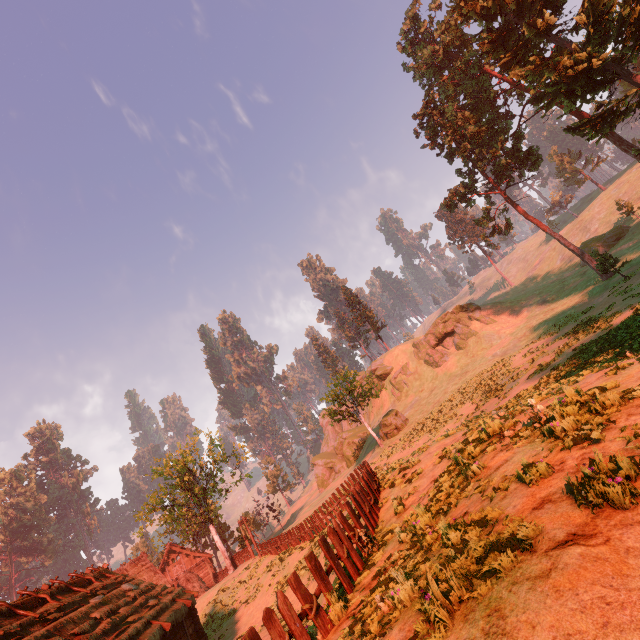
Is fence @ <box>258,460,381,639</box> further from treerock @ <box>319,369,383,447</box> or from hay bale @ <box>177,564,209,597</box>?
hay bale @ <box>177,564,209,597</box>

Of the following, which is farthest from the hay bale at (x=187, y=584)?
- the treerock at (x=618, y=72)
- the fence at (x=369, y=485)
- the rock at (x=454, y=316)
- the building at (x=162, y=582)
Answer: the rock at (x=454, y=316)

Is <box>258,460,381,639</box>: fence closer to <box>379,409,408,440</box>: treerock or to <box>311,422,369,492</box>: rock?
<box>379,409,408,440</box>: treerock

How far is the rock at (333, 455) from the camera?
49.7m

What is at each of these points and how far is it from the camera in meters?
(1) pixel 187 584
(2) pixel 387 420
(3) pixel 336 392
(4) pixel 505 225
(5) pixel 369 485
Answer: (1) hay bale, 35.6 m
(2) treerock, 39.0 m
(3) treerock, 40.1 m
(4) treerock, 38.0 m
(5) fence, 12.4 m

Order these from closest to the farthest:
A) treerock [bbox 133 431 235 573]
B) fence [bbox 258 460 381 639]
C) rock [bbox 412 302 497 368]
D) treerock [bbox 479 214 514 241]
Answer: fence [bbox 258 460 381 639] → treerock [bbox 133 431 235 573] → treerock [bbox 479 214 514 241] → rock [bbox 412 302 497 368]

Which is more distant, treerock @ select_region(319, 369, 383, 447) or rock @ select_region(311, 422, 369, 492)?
rock @ select_region(311, 422, 369, 492)

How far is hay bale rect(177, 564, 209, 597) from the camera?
35.4m
